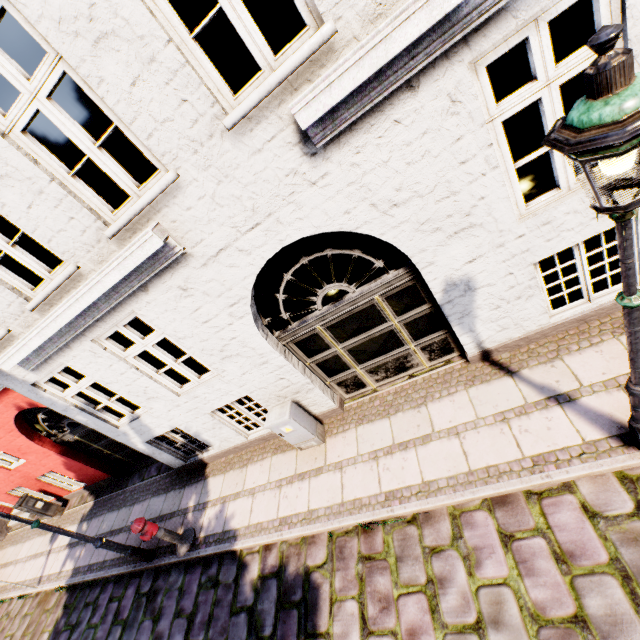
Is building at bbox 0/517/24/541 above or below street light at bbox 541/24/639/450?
below

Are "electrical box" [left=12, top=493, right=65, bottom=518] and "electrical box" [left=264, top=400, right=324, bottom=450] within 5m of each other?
no

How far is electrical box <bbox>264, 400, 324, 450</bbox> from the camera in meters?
5.5 m

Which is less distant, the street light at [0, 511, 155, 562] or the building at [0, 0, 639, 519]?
the building at [0, 0, 639, 519]

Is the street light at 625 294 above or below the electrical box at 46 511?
above

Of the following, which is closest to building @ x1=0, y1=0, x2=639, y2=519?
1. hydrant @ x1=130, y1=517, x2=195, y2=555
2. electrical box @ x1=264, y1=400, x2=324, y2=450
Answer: electrical box @ x1=264, y1=400, x2=324, y2=450

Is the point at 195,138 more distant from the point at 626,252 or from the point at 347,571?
the point at 347,571

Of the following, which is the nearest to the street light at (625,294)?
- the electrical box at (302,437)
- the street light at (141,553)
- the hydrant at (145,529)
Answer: the electrical box at (302,437)
